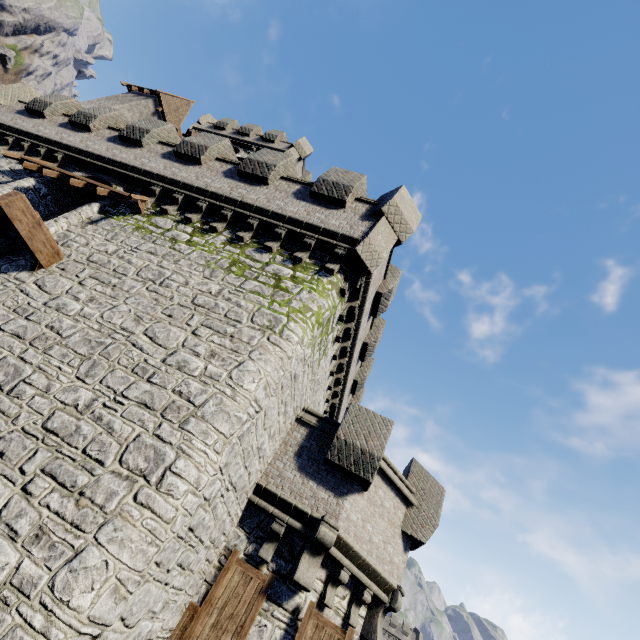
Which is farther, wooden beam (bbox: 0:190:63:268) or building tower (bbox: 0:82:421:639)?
wooden beam (bbox: 0:190:63:268)

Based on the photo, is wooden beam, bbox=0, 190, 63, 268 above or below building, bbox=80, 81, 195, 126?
below

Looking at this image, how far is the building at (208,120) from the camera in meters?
26.4

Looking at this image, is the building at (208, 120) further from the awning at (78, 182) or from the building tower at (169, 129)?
the awning at (78, 182)

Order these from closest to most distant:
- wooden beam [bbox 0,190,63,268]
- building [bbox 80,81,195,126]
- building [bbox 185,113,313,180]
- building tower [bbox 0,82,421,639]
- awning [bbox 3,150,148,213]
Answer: building tower [bbox 0,82,421,639] → wooden beam [bbox 0,190,63,268] → awning [bbox 3,150,148,213] → building [bbox 80,81,195,126] → building [bbox 185,113,313,180]

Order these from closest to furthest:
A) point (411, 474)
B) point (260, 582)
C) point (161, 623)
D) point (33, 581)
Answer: point (33, 581) < point (161, 623) < point (260, 582) < point (411, 474)

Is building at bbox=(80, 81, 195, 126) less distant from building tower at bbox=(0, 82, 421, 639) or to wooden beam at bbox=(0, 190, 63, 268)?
building tower at bbox=(0, 82, 421, 639)

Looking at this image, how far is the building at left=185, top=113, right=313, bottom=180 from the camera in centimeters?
2641cm
